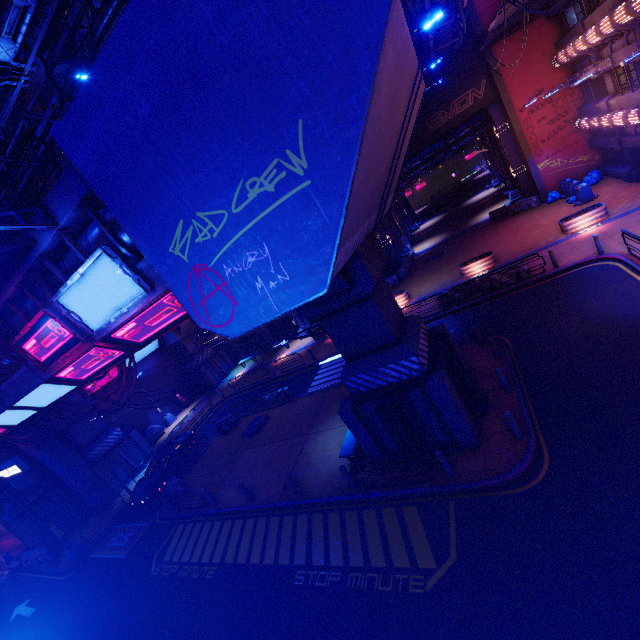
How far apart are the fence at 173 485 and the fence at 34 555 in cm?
1113

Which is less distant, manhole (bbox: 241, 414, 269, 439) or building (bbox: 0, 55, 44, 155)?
manhole (bbox: 241, 414, 269, 439)

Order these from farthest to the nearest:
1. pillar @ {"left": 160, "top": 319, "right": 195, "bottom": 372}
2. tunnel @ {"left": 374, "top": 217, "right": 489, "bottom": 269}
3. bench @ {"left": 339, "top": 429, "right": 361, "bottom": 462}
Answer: pillar @ {"left": 160, "top": 319, "right": 195, "bottom": 372} < tunnel @ {"left": 374, "top": 217, "right": 489, "bottom": 269} < bench @ {"left": 339, "top": 429, "right": 361, "bottom": 462}

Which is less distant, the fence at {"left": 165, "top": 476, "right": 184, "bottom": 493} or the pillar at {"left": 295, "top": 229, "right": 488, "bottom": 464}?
the pillar at {"left": 295, "top": 229, "right": 488, "bottom": 464}

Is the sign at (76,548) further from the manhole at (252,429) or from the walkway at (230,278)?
the manhole at (252,429)

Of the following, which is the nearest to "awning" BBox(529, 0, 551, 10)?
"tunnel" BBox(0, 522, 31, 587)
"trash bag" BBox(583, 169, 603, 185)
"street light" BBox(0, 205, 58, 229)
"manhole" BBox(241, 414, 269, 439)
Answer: "trash bag" BBox(583, 169, 603, 185)

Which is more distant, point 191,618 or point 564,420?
point 191,618

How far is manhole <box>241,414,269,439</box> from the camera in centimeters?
2017cm
